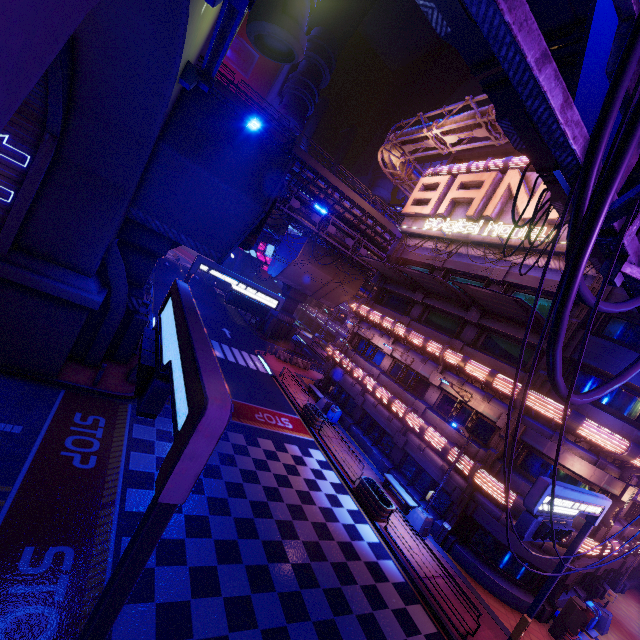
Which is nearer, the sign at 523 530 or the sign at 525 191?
the sign at 523 530

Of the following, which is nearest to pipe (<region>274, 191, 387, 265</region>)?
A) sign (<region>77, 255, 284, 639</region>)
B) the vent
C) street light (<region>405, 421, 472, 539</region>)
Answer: the vent

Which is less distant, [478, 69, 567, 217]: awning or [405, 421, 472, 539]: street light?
[478, 69, 567, 217]: awning

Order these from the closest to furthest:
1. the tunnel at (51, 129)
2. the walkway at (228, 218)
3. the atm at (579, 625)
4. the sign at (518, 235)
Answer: the tunnel at (51, 129), the walkway at (228, 218), the atm at (579, 625), the sign at (518, 235)

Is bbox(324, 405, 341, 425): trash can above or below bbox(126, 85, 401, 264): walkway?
below

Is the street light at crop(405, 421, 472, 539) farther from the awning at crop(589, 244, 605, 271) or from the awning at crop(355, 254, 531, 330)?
the awning at crop(589, 244, 605, 271)

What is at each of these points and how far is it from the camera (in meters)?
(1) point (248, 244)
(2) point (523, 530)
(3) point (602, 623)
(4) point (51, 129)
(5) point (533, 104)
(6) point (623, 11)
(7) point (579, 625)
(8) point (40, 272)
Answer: (1) vent, 17.94
(2) sign, 7.98
(3) street light, 16.97
(4) tunnel, 10.96
(5) pipe, 2.61
(6) pipe, 2.60
(7) atm, 13.98
(8) wall arch, 12.20

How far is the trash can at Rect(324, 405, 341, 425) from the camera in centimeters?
2515cm
